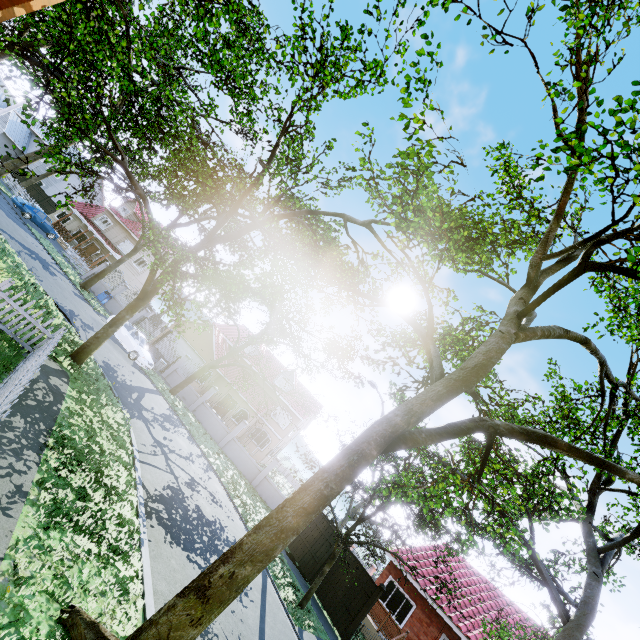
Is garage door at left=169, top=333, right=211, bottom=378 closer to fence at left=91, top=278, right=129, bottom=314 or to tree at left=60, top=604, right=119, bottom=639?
tree at left=60, top=604, right=119, bottom=639

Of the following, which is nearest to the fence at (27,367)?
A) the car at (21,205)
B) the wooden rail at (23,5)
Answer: the car at (21,205)

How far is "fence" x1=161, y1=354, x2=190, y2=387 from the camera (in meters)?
25.61

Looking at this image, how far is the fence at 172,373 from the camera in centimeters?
2561cm

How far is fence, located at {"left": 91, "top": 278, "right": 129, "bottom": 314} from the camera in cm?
2802

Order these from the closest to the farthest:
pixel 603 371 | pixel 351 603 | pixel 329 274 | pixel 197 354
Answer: pixel 603 371, pixel 329 274, pixel 351 603, pixel 197 354

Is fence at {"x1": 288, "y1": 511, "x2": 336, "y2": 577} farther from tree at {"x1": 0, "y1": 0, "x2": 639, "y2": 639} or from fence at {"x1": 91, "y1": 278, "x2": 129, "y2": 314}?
fence at {"x1": 91, "y1": 278, "x2": 129, "y2": 314}

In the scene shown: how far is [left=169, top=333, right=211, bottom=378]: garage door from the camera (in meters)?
30.41
